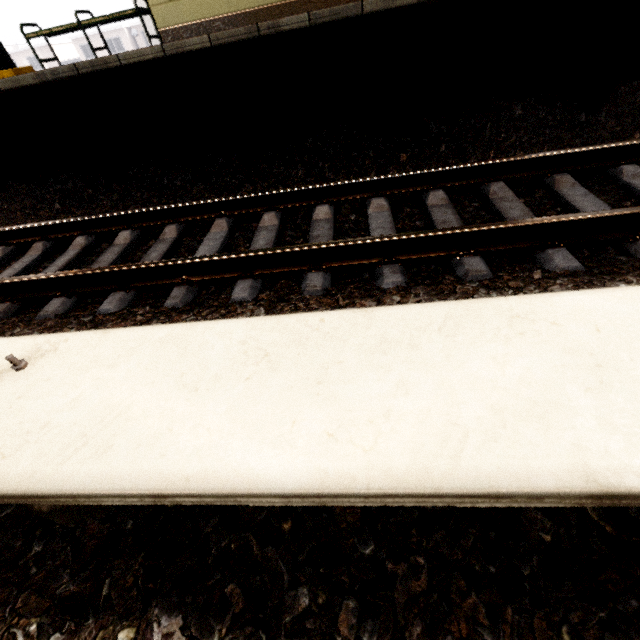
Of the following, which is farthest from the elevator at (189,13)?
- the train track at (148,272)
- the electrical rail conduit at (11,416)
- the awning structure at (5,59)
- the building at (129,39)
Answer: the building at (129,39)

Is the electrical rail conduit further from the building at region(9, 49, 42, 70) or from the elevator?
the building at region(9, 49, 42, 70)

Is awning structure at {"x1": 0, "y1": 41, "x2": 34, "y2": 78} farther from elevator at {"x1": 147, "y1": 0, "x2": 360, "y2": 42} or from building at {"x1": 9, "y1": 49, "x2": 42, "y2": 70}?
building at {"x1": 9, "y1": 49, "x2": 42, "y2": 70}

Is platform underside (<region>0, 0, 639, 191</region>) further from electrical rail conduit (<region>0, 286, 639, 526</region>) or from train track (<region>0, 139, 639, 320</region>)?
electrical rail conduit (<region>0, 286, 639, 526</region>)

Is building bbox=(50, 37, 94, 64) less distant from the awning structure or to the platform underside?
the awning structure

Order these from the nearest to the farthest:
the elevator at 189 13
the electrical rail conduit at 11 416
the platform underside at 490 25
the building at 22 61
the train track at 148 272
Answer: the electrical rail conduit at 11 416 < the train track at 148 272 < the platform underside at 490 25 < the elevator at 189 13 < the building at 22 61

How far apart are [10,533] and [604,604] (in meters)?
1.79
